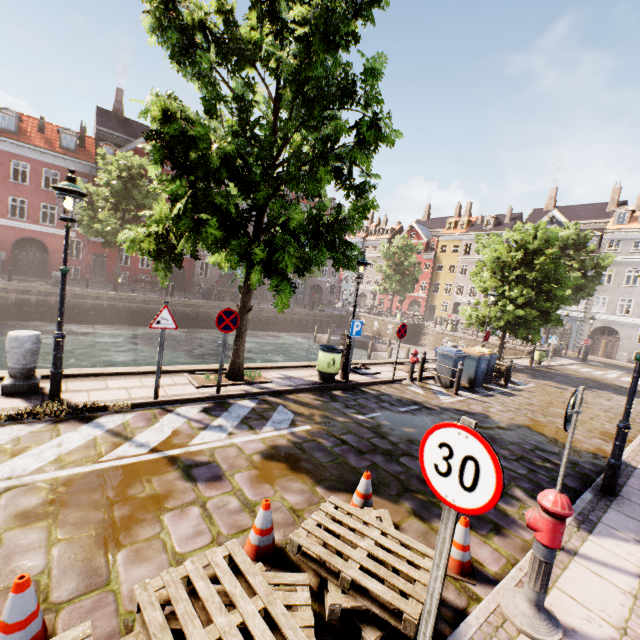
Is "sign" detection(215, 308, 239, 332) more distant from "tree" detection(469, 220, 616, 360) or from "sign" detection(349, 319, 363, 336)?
"sign" detection(349, 319, 363, 336)

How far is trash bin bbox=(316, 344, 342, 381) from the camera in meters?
9.3 m

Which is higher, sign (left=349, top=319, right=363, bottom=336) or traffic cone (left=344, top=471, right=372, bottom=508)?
sign (left=349, top=319, right=363, bottom=336)

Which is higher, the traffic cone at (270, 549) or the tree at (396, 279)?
the tree at (396, 279)

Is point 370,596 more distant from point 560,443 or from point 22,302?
point 22,302

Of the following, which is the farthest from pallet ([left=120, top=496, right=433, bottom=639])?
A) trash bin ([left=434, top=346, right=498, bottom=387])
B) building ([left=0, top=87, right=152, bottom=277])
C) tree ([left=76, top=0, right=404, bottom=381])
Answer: building ([left=0, top=87, right=152, bottom=277])

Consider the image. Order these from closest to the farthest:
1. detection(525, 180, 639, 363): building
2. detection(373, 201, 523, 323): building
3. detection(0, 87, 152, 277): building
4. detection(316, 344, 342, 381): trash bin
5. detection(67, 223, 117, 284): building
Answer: detection(316, 344, 342, 381): trash bin → detection(0, 87, 152, 277): building → detection(67, 223, 117, 284): building → detection(525, 180, 639, 363): building → detection(373, 201, 523, 323): building

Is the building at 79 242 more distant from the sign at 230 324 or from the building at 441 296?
the sign at 230 324
